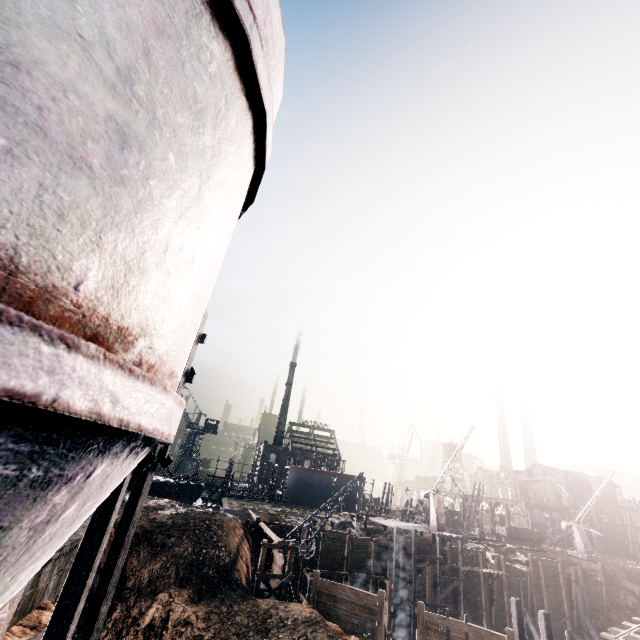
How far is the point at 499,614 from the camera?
36.2 meters

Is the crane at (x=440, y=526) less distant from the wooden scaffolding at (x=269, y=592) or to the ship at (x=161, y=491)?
the wooden scaffolding at (x=269, y=592)

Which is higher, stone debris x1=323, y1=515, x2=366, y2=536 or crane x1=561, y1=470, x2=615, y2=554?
crane x1=561, y1=470, x2=615, y2=554

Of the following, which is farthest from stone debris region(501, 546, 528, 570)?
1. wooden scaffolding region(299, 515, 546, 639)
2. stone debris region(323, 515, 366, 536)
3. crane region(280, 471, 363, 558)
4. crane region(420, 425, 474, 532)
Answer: crane region(280, 471, 363, 558)

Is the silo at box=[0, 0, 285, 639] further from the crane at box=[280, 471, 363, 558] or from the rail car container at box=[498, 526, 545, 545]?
the rail car container at box=[498, 526, 545, 545]

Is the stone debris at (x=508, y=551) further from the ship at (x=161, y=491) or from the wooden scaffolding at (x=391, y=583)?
the ship at (x=161, y=491)

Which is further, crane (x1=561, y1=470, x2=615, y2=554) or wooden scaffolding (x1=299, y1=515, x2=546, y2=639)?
crane (x1=561, y1=470, x2=615, y2=554)

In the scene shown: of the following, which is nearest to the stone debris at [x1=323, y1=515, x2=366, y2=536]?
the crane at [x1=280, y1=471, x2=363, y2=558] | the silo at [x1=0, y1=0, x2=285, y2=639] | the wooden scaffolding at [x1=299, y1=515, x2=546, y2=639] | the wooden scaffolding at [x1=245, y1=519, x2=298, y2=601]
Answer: the wooden scaffolding at [x1=299, y1=515, x2=546, y2=639]
